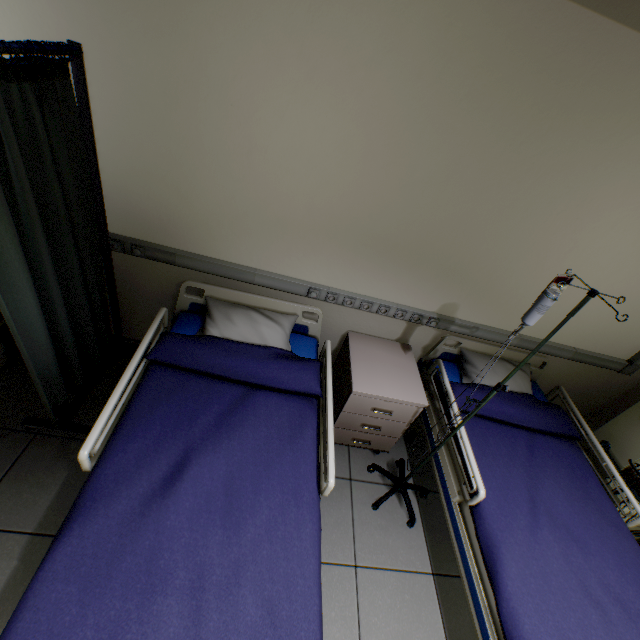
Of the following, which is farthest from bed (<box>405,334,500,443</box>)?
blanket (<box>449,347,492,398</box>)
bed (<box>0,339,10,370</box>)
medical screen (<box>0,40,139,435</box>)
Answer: bed (<box>0,339,10,370</box>)

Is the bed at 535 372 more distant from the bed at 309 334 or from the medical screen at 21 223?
the medical screen at 21 223

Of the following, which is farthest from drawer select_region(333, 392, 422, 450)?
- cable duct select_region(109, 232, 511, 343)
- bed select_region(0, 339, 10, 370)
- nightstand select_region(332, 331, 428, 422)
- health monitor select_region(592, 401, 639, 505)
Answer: bed select_region(0, 339, 10, 370)

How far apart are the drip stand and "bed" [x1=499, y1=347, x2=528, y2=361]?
0.1m

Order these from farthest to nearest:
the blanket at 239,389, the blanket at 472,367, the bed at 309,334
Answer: the blanket at 472,367 < the bed at 309,334 < the blanket at 239,389

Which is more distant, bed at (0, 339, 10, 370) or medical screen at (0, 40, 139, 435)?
bed at (0, 339, 10, 370)

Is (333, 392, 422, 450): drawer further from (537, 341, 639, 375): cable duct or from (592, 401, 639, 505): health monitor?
(592, 401, 639, 505): health monitor

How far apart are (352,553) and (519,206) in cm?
226
